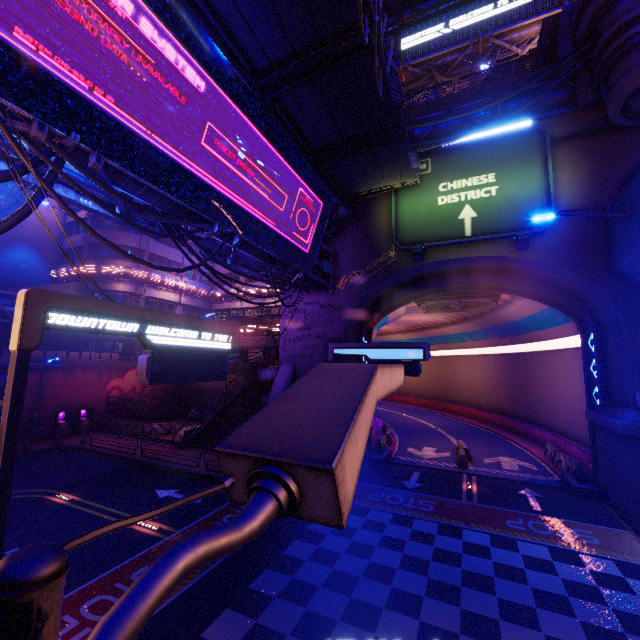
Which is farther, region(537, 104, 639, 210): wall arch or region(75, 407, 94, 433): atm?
region(75, 407, 94, 433): atm

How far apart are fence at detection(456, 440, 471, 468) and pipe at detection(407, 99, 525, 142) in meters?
19.0 m

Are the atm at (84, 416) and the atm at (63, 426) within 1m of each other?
yes

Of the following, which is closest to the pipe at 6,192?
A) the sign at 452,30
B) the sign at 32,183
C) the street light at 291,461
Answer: the sign at 32,183

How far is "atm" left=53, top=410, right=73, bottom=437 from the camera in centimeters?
2484cm

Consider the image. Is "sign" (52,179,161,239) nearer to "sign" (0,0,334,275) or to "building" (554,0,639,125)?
"sign" (0,0,334,275)

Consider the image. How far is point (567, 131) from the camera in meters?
15.9 m

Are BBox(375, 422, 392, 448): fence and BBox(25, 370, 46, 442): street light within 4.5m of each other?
no
